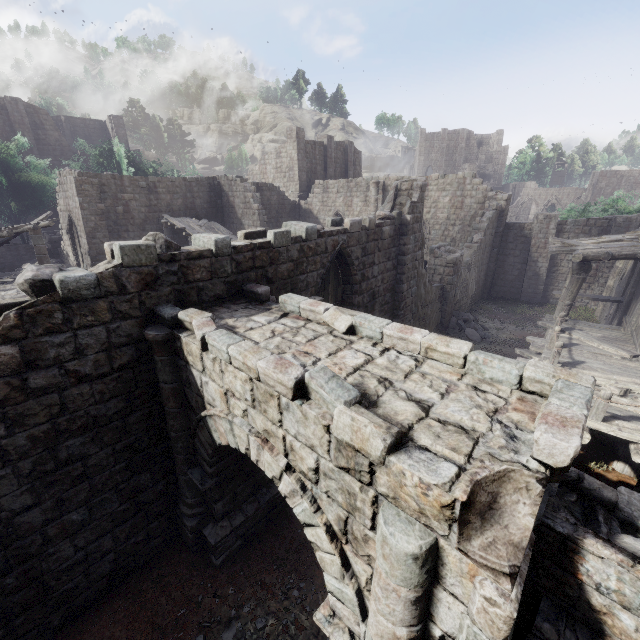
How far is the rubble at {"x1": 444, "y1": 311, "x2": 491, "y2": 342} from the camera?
17.1m

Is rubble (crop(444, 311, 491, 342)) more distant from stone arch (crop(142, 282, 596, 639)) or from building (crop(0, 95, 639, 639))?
stone arch (crop(142, 282, 596, 639))

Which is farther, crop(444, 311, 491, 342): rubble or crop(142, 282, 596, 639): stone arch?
crop(444, 311, 491, 342): rubble

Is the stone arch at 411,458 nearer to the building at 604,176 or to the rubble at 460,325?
the building at 604,176

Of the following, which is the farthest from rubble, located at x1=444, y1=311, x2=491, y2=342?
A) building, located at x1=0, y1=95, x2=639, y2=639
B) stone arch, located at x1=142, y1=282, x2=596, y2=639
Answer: stone arch, located at x1=142, y1=282, x2=596, y2=639

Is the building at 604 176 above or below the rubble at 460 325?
above

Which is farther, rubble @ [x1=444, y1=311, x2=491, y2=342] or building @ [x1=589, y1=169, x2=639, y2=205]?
building @ [x1=589, y1=169, x2=639, y2=205]

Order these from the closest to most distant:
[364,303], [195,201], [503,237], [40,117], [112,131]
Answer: [364,303]
[503,237]
[195,201]
[40,117]
[112,131]
